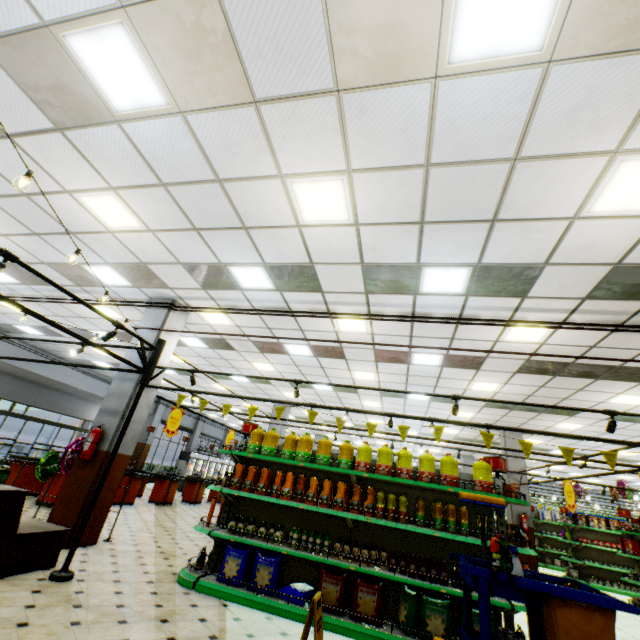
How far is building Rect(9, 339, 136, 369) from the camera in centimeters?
1307cm

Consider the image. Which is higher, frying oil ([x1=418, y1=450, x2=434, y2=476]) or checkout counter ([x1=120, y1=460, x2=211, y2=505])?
frying oil ([x1=418, y1=450, x2=434, y2=476])

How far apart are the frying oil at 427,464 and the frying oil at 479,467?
0.56m

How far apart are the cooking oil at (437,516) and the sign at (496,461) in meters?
0.8

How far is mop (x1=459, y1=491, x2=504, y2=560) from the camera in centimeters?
325cm

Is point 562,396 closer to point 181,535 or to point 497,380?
point 497,380

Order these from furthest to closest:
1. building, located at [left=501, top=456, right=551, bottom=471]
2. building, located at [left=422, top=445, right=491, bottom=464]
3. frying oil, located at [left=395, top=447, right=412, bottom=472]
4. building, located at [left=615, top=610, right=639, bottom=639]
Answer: building, located at [left=422, top=445, right=491, bottom=464]
building, located at [left=501, top=456, right=551, bottom=471]
building, located at [left=615, top=610, right=639, bottom=639]
frying oil, located at [left=395, top=447, right=412, bottom=472]

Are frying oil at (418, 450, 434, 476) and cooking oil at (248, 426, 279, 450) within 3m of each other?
yes
